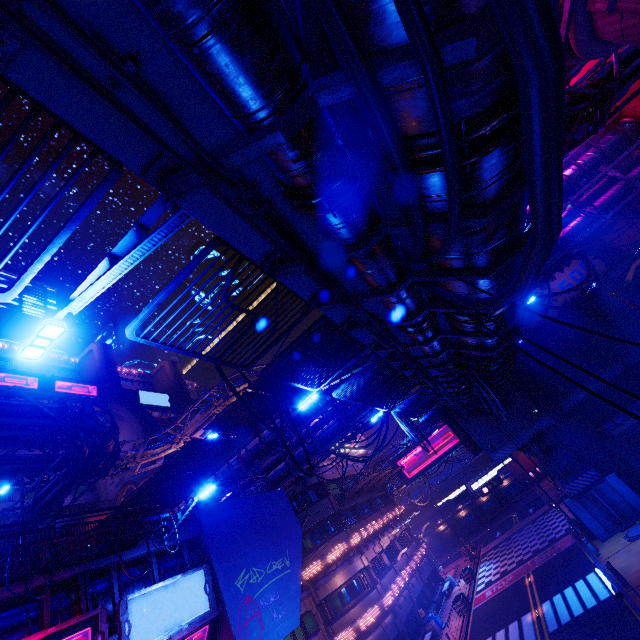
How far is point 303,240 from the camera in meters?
5.1

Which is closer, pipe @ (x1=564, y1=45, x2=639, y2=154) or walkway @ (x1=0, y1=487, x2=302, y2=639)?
walkway @ (x1=0, y1=487, x2=302, y2=639)

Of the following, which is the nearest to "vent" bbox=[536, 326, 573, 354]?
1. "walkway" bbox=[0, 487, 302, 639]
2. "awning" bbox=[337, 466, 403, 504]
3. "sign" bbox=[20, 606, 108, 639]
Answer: "awning" bbox=[337, 466, 403, 504]

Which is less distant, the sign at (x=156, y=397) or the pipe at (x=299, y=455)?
the pipe at (x=299, y=455)

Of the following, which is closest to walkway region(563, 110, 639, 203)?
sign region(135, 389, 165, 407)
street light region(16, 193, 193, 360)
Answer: street light region(16, 193, 193, 360)

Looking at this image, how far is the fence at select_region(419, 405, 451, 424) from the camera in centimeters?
2379cm

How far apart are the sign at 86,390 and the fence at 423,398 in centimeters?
4942cm

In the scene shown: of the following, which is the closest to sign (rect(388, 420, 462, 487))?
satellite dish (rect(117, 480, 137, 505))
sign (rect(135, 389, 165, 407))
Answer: satellite dish (rect(117, 480, 137, 505))
